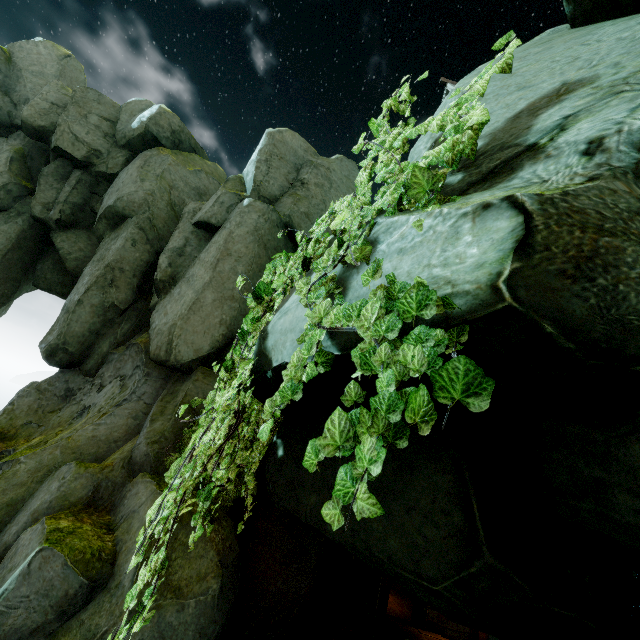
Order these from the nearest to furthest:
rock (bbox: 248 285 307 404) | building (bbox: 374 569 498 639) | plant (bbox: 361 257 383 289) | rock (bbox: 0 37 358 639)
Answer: plant (bbox: 361 257 383 289) < rock (bbox: 248 285 307 404) < rock (bbox: 0 37 358 639) < building (bbox: 374 569 498 639)

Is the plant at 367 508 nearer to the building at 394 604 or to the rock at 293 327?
the rock at 293 327

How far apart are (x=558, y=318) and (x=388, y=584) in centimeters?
1481cm

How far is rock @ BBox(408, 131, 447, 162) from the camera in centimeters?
261cm

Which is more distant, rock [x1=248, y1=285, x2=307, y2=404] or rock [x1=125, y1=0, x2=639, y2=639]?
rock [x1=248, y1=285, x2=307, y2=404]

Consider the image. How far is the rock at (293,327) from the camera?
2.6 meters

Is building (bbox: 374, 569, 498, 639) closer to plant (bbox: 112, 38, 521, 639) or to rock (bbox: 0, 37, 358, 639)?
rock (bbox: 0, 37, 358, 639)
